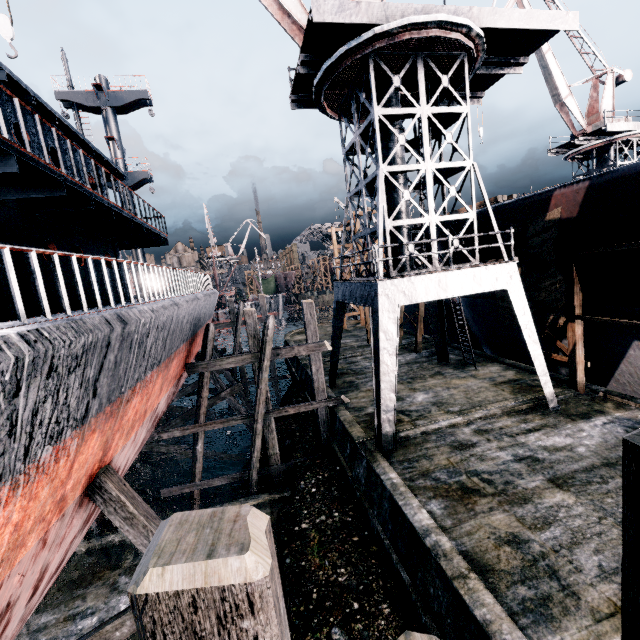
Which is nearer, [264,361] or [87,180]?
[87,180]

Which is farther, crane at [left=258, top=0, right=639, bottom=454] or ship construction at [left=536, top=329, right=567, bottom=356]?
ship construction at [left=536, top=329, right=567, bottom=356]

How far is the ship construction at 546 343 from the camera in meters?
15.8

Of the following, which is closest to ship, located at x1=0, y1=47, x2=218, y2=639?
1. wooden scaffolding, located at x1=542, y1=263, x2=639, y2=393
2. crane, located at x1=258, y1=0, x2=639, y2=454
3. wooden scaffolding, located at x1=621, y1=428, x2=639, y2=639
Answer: wooden scaffolding, located at x1=621, y1=428, x2=639, y2=639

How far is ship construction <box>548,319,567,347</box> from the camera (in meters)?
14.74

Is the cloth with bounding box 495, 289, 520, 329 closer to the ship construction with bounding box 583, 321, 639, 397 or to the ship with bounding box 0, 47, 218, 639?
the ship construction with bounding box 583, 321, 639, 397

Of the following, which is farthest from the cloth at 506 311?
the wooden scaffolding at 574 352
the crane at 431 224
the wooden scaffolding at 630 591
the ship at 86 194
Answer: the ship at 86 194
